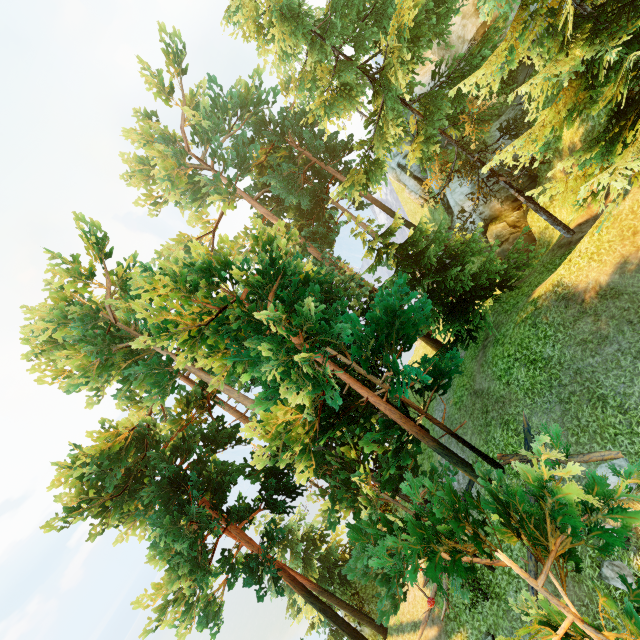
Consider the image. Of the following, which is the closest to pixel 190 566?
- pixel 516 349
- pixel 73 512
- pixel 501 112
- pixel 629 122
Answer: pixel 73 512

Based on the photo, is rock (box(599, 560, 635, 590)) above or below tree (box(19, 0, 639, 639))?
below

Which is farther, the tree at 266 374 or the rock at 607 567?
the rock at 607 567

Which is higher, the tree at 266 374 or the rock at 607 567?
the tree at 266 374

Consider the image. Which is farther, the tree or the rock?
the rock
